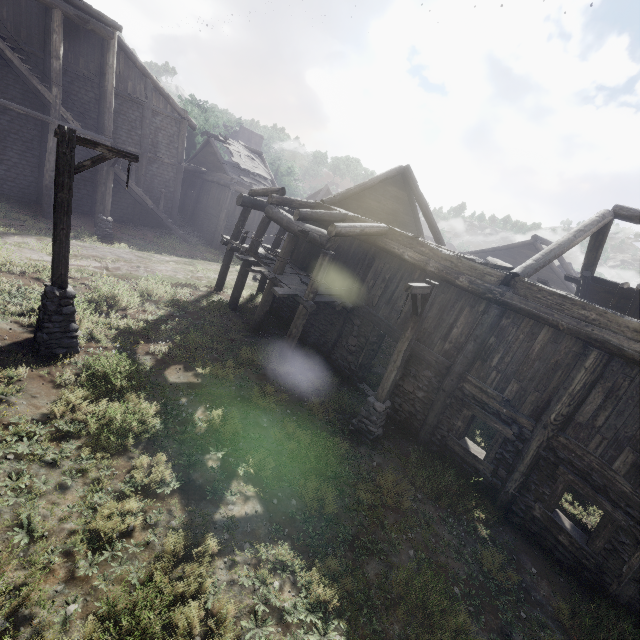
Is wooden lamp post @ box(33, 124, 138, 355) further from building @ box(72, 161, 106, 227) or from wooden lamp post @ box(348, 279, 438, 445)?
wooden lamp post @ box(348, 279, 438, 445)

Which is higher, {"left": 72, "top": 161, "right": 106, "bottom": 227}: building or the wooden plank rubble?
the wooden plank rubble

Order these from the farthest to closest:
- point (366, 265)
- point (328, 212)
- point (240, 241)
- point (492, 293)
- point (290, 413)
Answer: point (240, 241), point (328, 212), point (366, 265), point (290, 413), point (492, 293)

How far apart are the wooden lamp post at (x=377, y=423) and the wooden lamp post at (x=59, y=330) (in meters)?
5.97

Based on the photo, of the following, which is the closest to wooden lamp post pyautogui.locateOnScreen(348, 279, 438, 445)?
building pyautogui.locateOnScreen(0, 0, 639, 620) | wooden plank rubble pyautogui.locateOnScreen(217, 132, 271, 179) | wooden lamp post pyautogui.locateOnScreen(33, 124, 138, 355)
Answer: building pyautogui.locateOnScreen(0, 0, 639, 620)

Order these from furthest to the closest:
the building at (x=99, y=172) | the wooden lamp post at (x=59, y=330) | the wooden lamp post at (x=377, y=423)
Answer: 1. the building at (x=99, y=172)
2. the wooden lamp post at (x=377, y=423)
3. the wooden lamp post at (x=59, y=330)

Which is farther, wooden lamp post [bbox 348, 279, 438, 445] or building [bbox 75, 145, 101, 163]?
building [bbox 75, 145, 101, 163]
